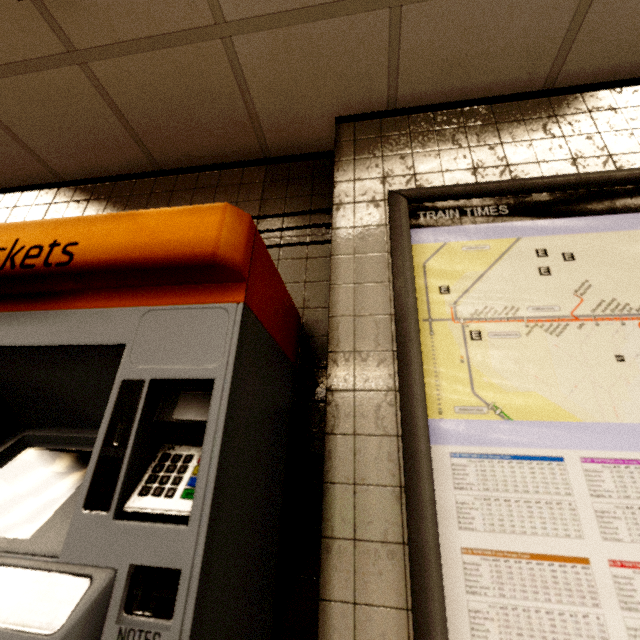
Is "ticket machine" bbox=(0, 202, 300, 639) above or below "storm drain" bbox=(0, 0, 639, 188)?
below

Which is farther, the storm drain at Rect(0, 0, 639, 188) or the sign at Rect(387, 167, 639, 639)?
the storm drain at Rect(0, 0, 639, 188)

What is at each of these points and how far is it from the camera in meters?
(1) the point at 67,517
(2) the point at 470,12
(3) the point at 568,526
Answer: (1) ticket machine, 0.7 m
(2) storm drain, 1.3 m
(3) sign, 0.9 m

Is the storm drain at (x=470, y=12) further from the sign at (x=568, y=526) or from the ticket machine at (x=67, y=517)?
the ticket machine at (x=67, y=517)

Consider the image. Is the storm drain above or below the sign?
above

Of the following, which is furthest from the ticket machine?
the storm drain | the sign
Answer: the storm drain

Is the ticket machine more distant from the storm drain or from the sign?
the storm drain
